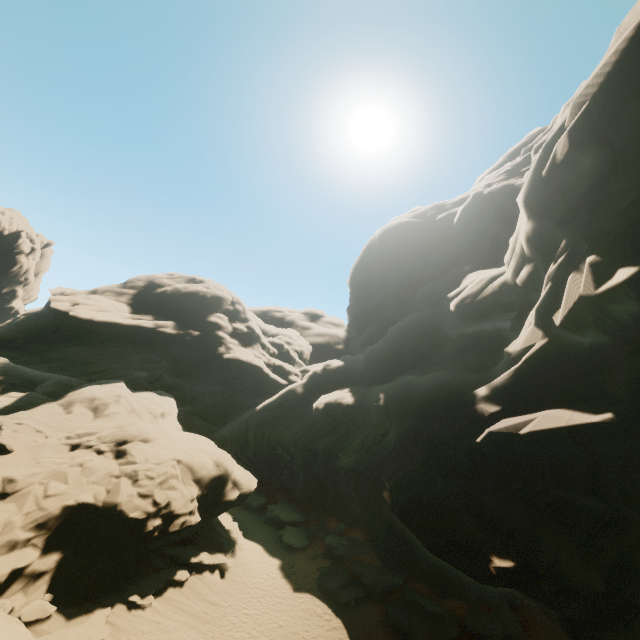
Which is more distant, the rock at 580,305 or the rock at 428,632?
the rock at 428,632

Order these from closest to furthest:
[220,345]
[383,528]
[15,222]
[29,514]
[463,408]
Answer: [29,514] → [463,408] → [383,528] → [220,345] → [15,222]

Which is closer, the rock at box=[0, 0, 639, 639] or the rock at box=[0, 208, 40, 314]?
the rock at box=[0, 0, 639, 639]

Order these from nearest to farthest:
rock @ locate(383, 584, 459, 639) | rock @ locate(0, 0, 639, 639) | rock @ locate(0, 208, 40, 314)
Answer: rock @ locate(0, 0, 639, 639) → rock @ locate(383, 584, 459, 639) → rock @ locate(0, 208, 40, 314)

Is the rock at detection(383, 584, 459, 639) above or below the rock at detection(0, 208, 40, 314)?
below

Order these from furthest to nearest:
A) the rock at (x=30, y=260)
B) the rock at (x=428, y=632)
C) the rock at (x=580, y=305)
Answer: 1. the rock at (x=30, y=260)
2. the rock at (x=428, y=632)
3. the rock at (x=580, y=305)
